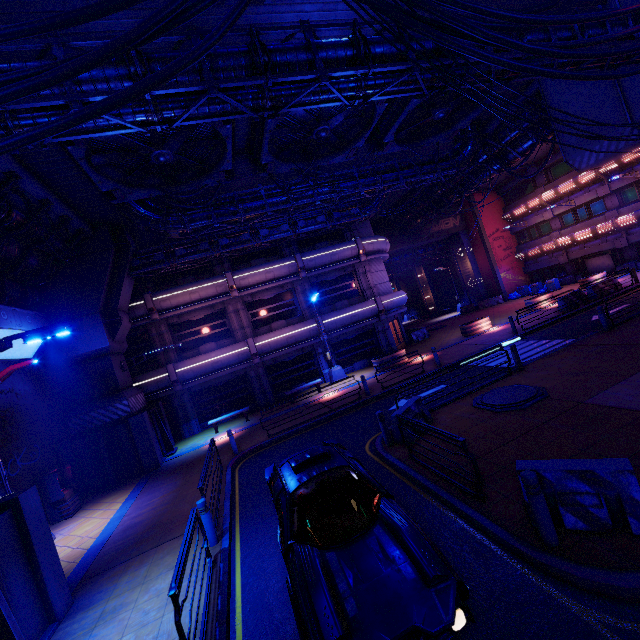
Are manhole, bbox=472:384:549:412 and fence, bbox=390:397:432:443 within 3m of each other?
yes

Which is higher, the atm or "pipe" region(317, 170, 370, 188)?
"pipe" region(317, 170, 370, 188)

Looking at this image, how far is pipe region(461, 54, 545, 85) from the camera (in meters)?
8.71

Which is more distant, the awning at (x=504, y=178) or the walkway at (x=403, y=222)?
the awning at (x=504, y=178)

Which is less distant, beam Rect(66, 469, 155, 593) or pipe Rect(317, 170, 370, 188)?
beam Rect(66, 469, 155, 593)

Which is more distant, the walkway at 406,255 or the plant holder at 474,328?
the walkway at 406,255

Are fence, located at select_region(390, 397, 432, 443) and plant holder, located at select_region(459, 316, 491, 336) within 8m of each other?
no

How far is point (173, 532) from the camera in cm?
885
